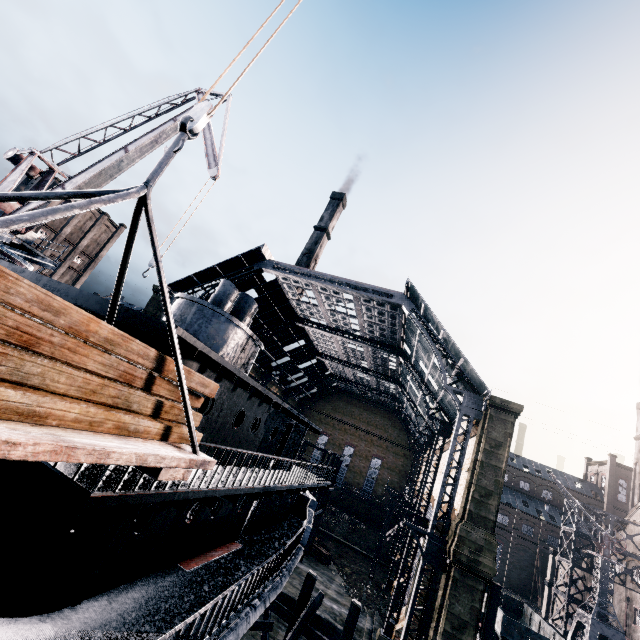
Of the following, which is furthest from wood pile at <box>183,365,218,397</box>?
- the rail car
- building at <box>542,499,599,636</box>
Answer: the rail car

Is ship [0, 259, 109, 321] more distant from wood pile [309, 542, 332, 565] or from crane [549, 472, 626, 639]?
crane [549, 472, 626, 639]

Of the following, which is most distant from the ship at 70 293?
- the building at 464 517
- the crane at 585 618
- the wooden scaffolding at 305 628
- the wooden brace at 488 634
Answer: the building at 464 517

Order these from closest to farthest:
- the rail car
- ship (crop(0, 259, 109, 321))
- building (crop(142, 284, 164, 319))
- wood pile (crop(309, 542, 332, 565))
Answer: ship (crop(0, 259, 109, 321)), the rail car, building (crop(142, 284, 164, 319)), wood pile (crop(309, 542, 332, 565))

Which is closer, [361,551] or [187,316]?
[187,316]

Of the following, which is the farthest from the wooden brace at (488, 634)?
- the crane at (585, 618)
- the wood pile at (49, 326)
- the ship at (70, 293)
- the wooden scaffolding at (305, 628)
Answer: the crane at (585, 618)

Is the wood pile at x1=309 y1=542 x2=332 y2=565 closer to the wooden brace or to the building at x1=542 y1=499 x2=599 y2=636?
the building at x1=542 y1=499 x2=599 y2=636

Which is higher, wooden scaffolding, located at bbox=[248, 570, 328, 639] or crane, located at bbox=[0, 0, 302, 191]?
crane, located at bbox=[0, 0, 302, 191]
